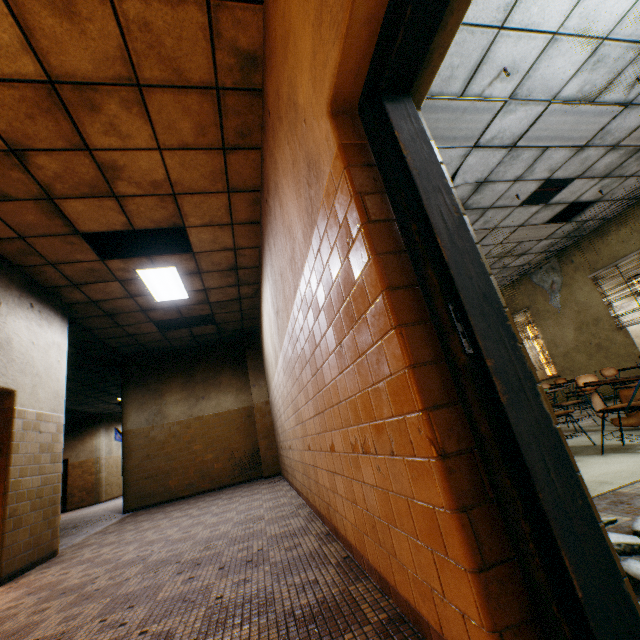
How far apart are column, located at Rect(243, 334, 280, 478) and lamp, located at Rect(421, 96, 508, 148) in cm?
685

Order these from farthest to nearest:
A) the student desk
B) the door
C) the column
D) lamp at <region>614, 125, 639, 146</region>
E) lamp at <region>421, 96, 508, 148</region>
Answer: the column < lamp at <region>614, 125, 639, 146</region> < lamp at <region>421, 96, 508, 148</region> < the student desk < the door

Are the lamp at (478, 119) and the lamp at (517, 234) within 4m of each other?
yes

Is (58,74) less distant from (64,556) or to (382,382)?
(382,382)

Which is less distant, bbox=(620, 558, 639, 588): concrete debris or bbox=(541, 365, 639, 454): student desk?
bbox=(620, 558, 639, 588): concrete debris

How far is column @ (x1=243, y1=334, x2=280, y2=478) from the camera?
8.54m

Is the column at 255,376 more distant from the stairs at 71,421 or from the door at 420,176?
the door at 420,176

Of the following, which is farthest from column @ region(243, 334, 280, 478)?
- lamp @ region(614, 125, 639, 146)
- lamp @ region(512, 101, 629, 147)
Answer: lamp @ region(614, 125, 639, 146)
